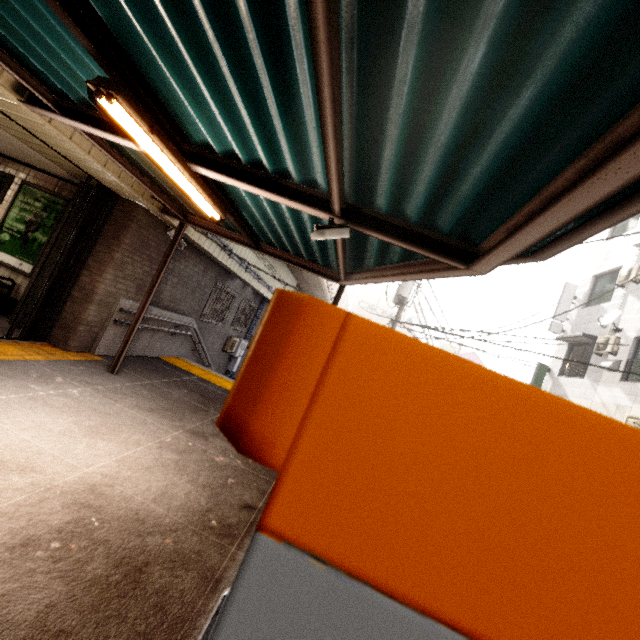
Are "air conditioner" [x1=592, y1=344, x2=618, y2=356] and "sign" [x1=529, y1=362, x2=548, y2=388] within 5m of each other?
yes

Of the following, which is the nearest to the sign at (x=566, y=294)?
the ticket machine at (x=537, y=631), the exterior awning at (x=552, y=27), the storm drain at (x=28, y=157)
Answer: the exterior awning at (x=552, y=27)

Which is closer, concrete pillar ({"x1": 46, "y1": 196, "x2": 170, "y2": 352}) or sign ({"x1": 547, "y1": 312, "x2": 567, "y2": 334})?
concrete pillar ({"x1": 46, "y1": 196, "x2": 170, "y2": 352})

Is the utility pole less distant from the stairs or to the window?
the stairs

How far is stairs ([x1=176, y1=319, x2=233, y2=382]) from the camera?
9.29m

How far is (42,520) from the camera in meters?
2.2

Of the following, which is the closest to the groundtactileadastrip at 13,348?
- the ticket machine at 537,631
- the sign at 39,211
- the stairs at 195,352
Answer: the sign at 39,211

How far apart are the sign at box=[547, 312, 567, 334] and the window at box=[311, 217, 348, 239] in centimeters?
1437cm
